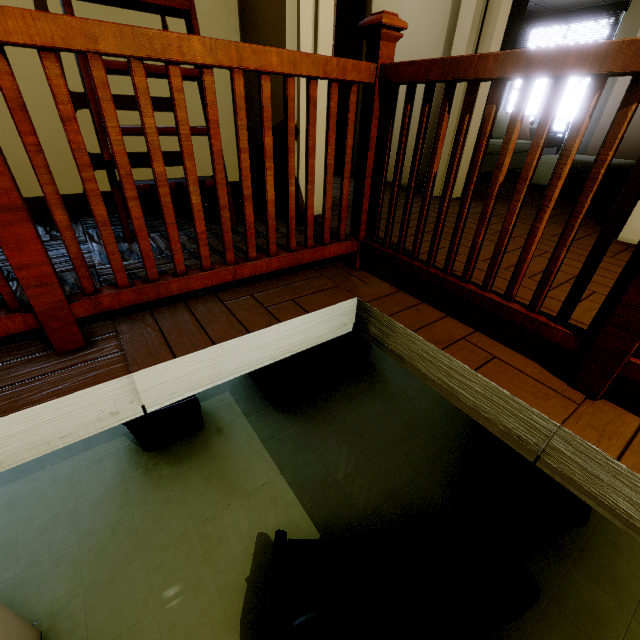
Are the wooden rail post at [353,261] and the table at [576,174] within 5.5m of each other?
yes

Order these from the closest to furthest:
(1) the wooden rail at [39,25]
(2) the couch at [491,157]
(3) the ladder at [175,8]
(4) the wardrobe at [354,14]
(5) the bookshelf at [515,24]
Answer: (1) the wooden rail at [39,25]
(3) the ladder at [175,8]
(5) the bookshelf at [515,24]
(4) the wardrobe at [354,14]
(2) the couch at [491,157]

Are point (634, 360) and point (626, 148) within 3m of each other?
no

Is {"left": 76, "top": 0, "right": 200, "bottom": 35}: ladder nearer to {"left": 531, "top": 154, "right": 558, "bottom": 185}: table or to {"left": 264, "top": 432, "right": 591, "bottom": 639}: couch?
{"left": 264, "top": 432, "right": 591, "bottom": 639}: couch

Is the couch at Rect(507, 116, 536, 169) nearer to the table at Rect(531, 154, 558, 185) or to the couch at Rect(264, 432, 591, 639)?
the table at Rect(531, 154, 558, 185)

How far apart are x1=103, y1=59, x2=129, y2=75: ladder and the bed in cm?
678

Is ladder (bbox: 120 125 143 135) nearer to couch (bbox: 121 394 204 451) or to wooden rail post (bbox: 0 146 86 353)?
wooden rail post (bbox: 0 146 86 353)

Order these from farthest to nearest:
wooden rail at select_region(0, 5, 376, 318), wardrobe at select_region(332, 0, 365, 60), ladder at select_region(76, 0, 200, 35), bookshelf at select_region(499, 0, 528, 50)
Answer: wardrobe at select_region(332, 0, 365, 60) → bookshelf at select_region(499, 0, 528, 50) → ladder at select_region(76, 0, 200, 35) → wooden rail at select_region(0, 5, 376, 318)
